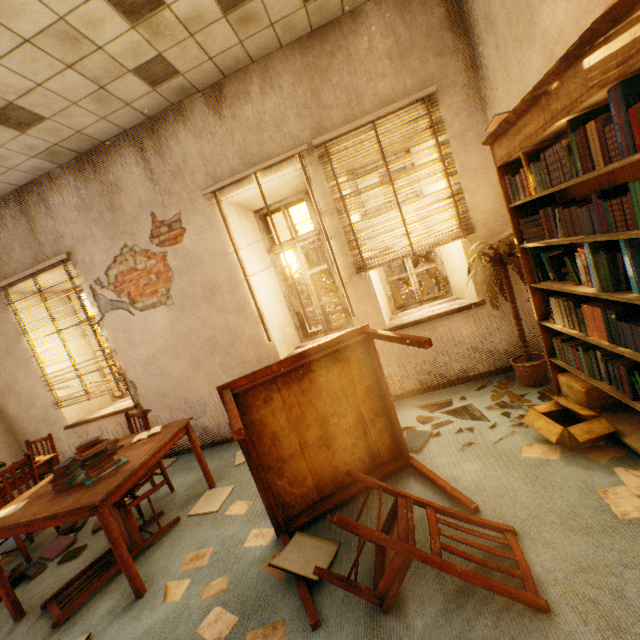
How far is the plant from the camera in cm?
279

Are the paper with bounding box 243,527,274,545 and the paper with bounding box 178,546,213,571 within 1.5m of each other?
yes

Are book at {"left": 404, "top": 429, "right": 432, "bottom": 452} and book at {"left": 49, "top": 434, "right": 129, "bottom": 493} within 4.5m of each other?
yes

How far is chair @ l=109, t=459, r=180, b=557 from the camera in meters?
2.6 m

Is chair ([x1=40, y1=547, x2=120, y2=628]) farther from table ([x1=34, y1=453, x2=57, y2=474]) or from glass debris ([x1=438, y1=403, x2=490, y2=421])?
glass debris ([x1=438, y1=403, x2=490, y2=421])

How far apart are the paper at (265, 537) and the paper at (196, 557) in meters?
0.3 m

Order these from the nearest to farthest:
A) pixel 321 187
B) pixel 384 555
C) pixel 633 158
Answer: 1. pixel 633 158
2. pixel 384 555
3. pixel 321 187

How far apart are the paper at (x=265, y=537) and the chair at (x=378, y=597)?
0.7m
